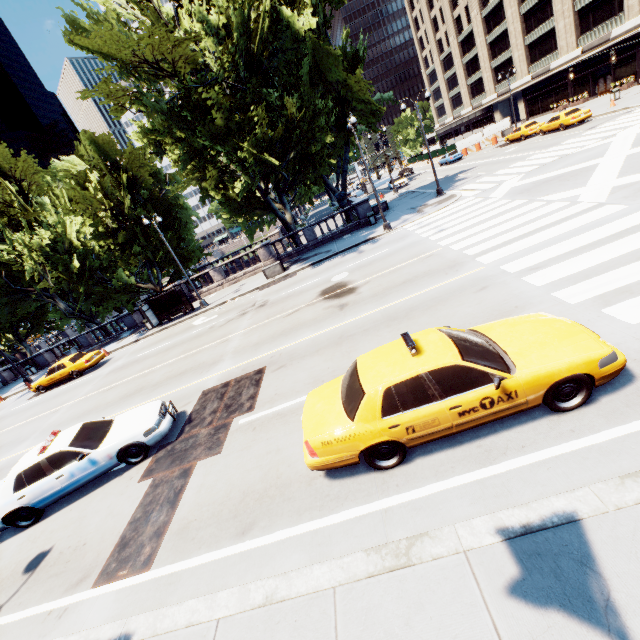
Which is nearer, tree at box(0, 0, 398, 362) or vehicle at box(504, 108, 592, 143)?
tree at box(0, 0, 398, 362)

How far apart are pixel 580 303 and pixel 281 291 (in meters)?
15.21

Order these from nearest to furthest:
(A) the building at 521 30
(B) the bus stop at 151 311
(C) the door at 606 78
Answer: (B) the bus stop at 151 311 < (A) the building at 521 30 < (C) the door at 606 78

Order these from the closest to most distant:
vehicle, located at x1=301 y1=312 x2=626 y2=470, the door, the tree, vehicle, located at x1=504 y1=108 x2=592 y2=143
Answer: vehicle, located at x1=301 y1=312 x2=626 y2=470 < the tree < vehicle, located at x1=504 y1=108 x2=592 y2=143 < the door

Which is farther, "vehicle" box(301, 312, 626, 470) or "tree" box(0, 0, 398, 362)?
"tree" box(0, 0, 398, 362)

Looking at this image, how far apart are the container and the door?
46.23m

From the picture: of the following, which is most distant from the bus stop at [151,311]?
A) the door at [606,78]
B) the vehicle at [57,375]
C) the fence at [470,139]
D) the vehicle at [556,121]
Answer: the door at [606,78]

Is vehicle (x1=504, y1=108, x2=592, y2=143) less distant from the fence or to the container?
the fence
